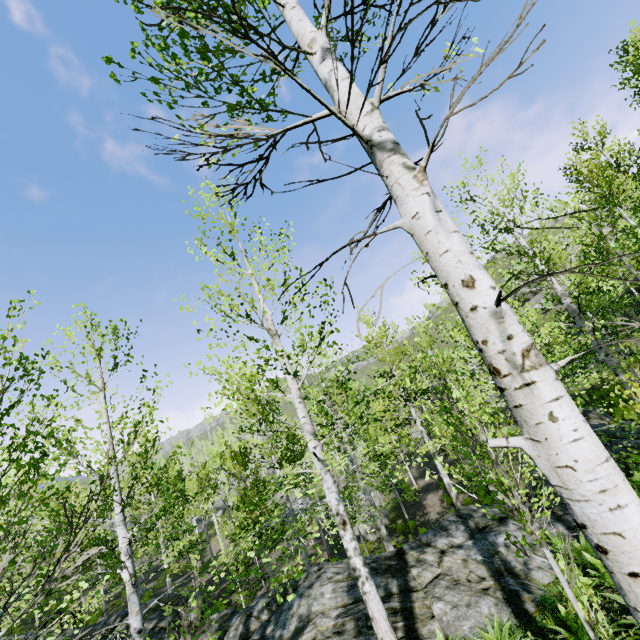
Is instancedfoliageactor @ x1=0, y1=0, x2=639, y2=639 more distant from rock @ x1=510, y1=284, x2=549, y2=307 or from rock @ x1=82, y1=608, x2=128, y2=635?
rock @ x1=510, y1=284, x2=549, y2=307

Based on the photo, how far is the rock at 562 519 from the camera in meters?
8.5 m

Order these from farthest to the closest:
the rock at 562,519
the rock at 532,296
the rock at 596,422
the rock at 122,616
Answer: the rock at 532,296
the rock at 596,422
the rock at 122,616
the rock at 562,519

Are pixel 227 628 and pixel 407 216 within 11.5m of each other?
no

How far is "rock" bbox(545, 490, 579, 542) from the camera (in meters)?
8.48

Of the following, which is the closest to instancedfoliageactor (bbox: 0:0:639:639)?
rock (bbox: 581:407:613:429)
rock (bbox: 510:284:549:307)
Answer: rock (bbox: 581:407:613:429)

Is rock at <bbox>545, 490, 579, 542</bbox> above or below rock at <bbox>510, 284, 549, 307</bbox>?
below
